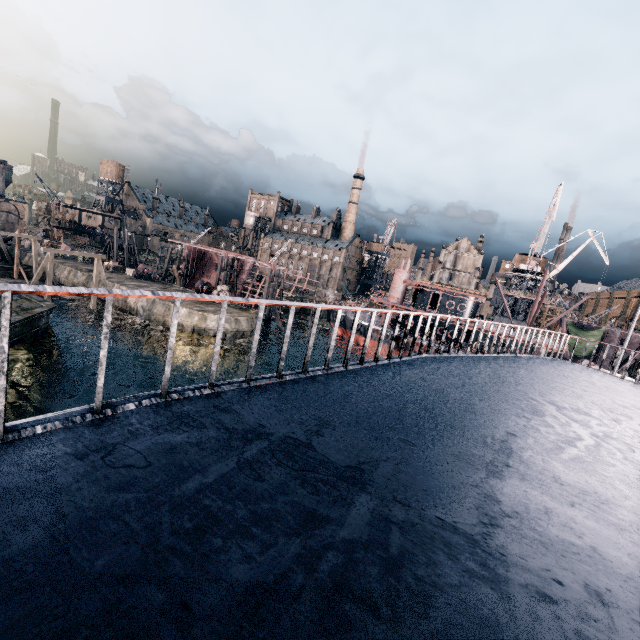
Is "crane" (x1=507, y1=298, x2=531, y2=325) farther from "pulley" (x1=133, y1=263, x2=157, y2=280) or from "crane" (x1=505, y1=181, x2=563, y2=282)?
"pulley" (x1=133, y1=263, x2=157, y2=280)

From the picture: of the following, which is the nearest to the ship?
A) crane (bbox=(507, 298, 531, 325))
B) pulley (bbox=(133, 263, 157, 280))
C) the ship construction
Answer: the ship construction

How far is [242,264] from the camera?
58.1 meters

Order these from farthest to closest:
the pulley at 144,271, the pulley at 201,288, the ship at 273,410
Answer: the pulley at 144,271 → the pulley at 201,288 → the ship at 273,410

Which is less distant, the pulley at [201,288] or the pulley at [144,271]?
the pulley at [201,288]

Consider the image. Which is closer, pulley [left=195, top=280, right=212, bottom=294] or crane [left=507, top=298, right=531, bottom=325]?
pulley [left=195, top=280, right=212, bottom=294]

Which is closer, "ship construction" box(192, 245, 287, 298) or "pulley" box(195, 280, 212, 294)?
"pulley" box(195, 280, 212, 294)

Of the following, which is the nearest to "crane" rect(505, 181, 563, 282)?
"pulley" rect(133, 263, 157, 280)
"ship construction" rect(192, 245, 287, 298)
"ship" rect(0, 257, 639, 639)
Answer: "ship construction" rect(192, 245, 287, 298)
